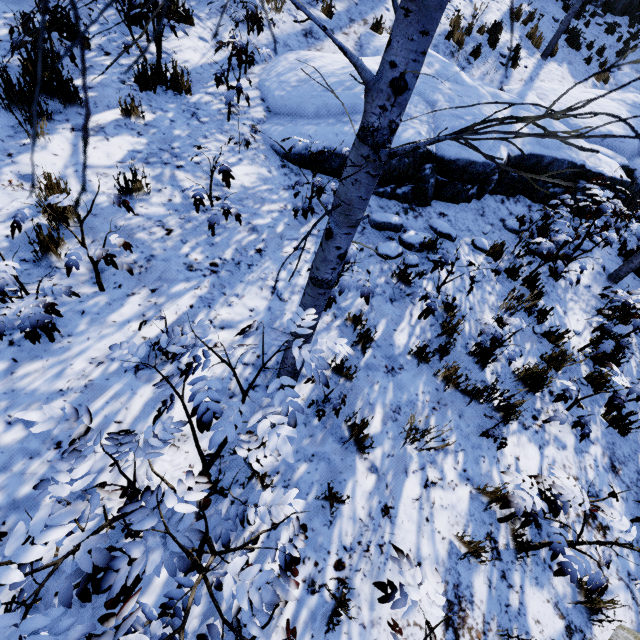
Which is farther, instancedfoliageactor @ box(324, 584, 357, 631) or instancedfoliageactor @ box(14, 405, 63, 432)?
instancedfoliageactor @ box(324, 584, 357, 631)

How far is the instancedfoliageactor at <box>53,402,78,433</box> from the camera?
1.35m

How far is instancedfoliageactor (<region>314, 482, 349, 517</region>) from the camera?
2.51m

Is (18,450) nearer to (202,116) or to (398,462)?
(398,462)

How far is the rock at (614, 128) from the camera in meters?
7.6 m

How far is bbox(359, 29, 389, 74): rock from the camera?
6.5m

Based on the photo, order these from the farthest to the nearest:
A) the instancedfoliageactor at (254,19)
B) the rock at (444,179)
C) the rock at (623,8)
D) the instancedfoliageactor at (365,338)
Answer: the rock at (623,8), the rock at (444,179), the instancedfoliageactor at (254,19), the instancedfoliageactor at (365,338)

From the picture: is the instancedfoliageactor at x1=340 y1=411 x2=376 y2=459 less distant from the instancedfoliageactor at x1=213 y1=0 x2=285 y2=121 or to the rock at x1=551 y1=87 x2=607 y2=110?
the instancedfoliageactor at x1=213 y1=0 x2=285 y2=121
